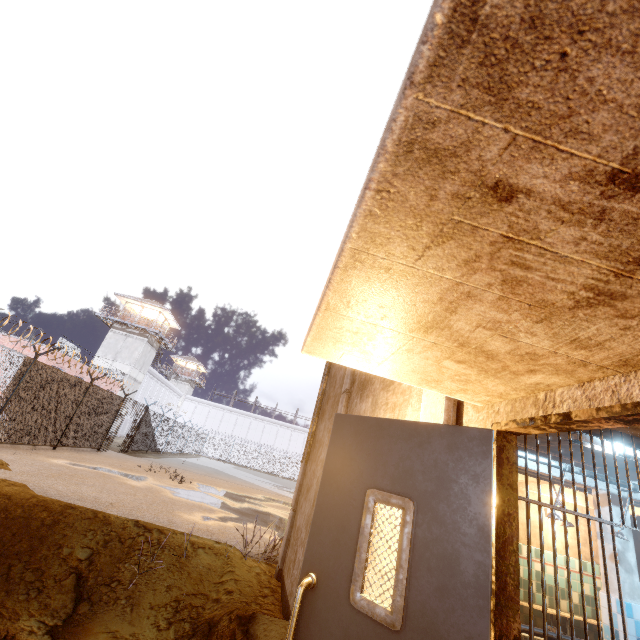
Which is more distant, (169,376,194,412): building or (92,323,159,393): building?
(169,376,194,412): building

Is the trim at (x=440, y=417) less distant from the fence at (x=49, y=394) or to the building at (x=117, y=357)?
the fence at (x=49, y=394)

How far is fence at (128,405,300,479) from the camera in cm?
2332

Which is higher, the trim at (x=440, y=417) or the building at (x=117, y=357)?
the building at (x=117, y=357)

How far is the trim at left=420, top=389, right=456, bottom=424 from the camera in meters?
1.9

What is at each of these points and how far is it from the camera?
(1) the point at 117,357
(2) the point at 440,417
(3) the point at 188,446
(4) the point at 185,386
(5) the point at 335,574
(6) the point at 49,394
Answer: (1) building, 33.97m
(2) trim, 1.93m
(3) fence, 37.31m
(4) building, 56.72m
(5) door, 1.69m
(6) fence, 12.12m

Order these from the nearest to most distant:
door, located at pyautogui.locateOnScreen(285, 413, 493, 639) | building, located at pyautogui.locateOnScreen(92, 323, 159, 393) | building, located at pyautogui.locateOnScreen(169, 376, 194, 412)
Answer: door, located at pyautogui.locateOnScreen(285, 413, 493, 639)
building, located at pyautogui.locateOnScreen(92, 323, 159, 393)
building, located at pyautogui.locateOnScreen(169, 376, 194, 412)

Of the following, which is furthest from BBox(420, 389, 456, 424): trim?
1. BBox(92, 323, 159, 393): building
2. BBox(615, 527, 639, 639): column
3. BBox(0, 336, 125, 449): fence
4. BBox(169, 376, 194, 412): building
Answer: BBox(169, 376, 194, 412): building
